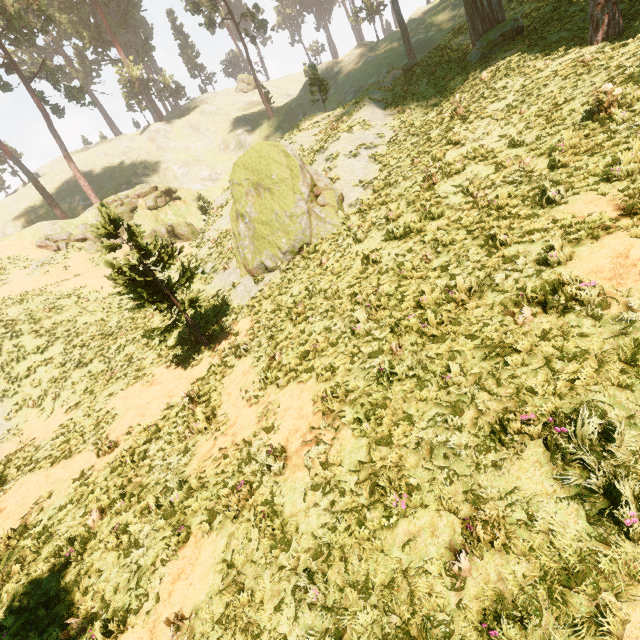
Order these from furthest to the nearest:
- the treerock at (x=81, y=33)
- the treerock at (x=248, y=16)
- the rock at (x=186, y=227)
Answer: the treerock at (x=81, y=33) < the treerock at (x=248, y=16) < the rock at (x=186, y=227)

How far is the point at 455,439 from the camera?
4.50m

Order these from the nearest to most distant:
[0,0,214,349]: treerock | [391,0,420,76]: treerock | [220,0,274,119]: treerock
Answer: [0,0,214,349]: treerock → [391,0,420,76]: treerock → [220,0,274,119]: treerock

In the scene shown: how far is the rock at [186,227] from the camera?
32.2 meters

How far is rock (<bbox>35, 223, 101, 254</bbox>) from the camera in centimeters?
2948cm

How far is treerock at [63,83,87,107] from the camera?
39.1m
